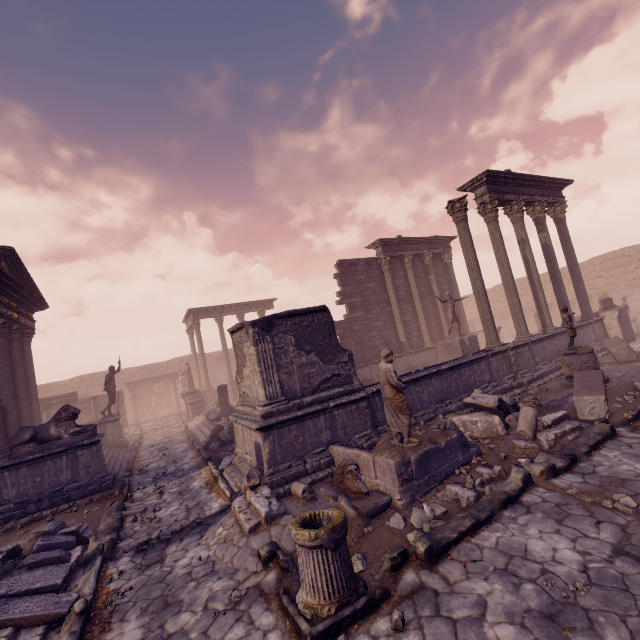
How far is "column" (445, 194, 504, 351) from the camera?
11.2 meters

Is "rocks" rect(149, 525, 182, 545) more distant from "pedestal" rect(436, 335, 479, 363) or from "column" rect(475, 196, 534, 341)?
"column" rect(475, 196, 534, 341)

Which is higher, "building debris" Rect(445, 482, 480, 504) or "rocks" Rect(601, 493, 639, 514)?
"building debris" Rect(445, 482, 480, 504)

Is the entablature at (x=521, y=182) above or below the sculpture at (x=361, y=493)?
above

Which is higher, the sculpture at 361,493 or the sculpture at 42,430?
the sculpture at 42,430

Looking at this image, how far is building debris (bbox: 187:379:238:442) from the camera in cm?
1508

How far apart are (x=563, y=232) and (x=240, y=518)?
17.4 meters

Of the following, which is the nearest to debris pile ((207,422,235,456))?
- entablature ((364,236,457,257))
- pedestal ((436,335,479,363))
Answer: pedestal ((436,335,479,363))
